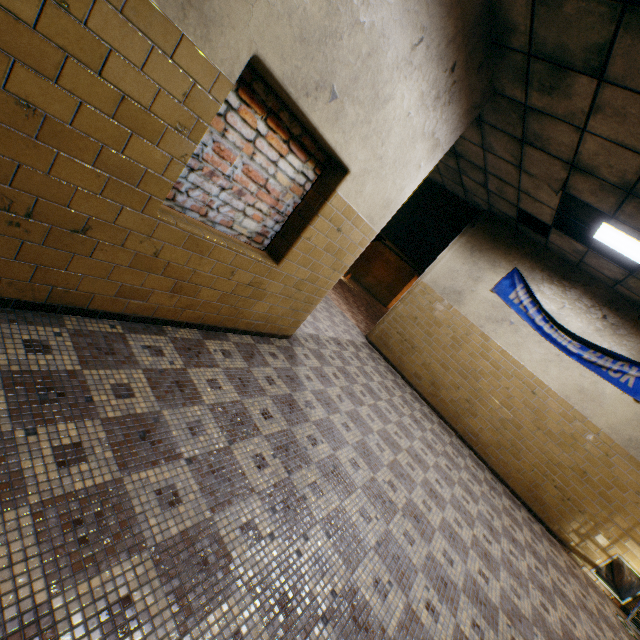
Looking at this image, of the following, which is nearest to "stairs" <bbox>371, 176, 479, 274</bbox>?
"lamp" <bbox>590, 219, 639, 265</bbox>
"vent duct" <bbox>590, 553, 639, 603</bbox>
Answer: "lamp" <bbox>590, 219, 639, 265</bbox>

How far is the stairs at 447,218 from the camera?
8.0m

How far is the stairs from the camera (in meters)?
7.96

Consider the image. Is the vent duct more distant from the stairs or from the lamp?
the stairs

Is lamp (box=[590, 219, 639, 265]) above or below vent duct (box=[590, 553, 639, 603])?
above

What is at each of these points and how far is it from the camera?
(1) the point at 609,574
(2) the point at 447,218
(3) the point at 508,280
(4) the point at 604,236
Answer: (1) vent duct, 5.89m
(2) stairs, 8.36m
(3) banner, 6.70m
(4) lamp, 4.57m

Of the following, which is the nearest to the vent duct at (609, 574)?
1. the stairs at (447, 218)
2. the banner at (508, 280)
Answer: the banner at (508, 280)
